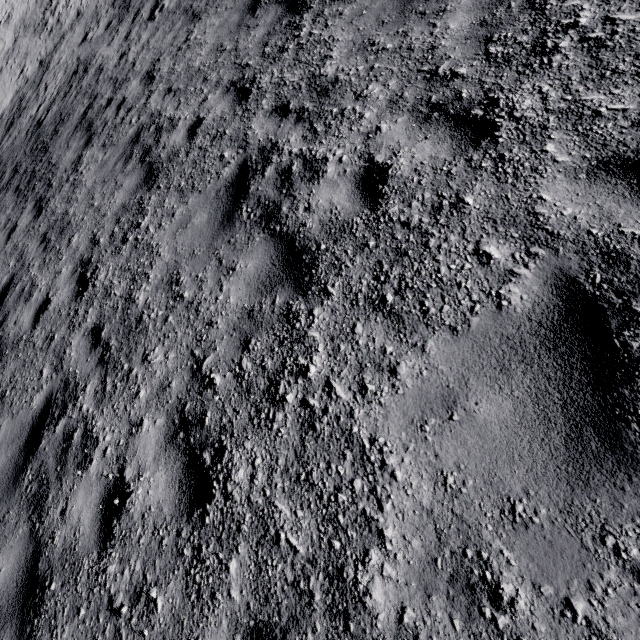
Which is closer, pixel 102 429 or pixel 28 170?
pixel 102 429
